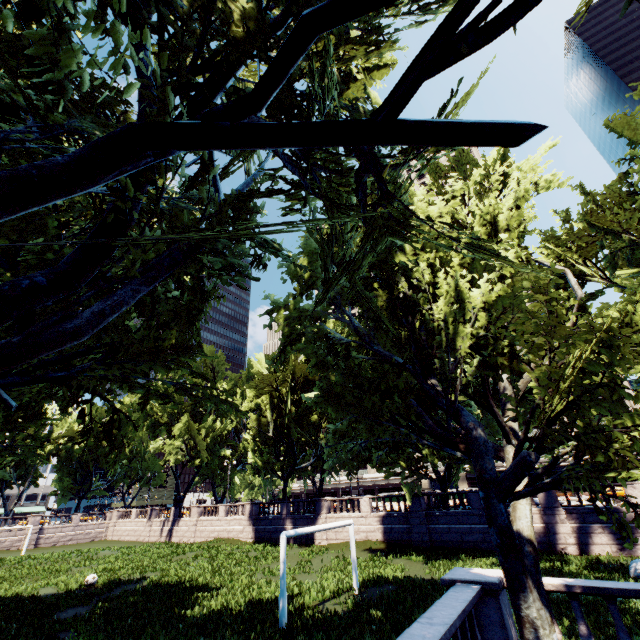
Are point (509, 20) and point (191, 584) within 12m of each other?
no
